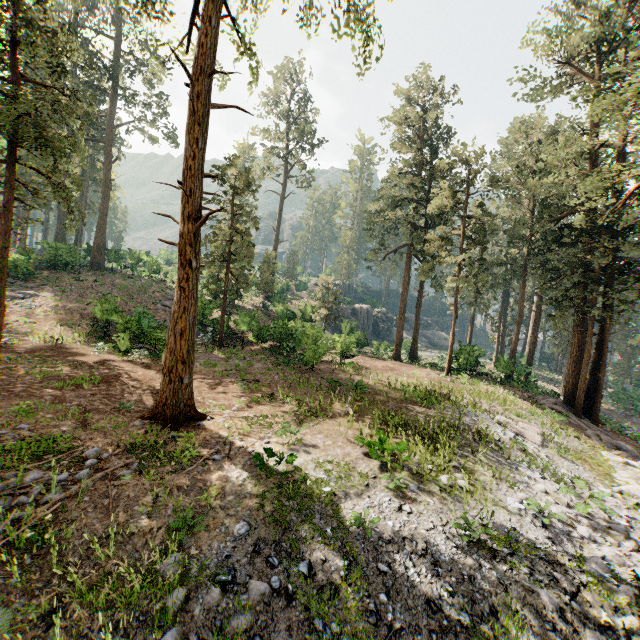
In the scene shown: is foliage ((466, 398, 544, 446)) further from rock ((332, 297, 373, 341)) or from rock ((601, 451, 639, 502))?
rock ((332, 297, 373, 341))

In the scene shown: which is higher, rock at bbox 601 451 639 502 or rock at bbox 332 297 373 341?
rock at bbox 332 297 373 341

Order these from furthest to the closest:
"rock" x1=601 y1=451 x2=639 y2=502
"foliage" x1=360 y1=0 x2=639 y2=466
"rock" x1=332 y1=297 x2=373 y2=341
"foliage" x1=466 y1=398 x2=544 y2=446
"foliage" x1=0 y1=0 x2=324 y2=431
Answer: "rock" x1=332 y1=297 x2=373 y2=341 → "foliage" x1=360 y1=0 x2=639 y2=466 → "foliage" x1=466 y1=398 x2=544 y2=446 → "rock" x1=601 y1=451 x2=639 y2=502 → "foliage" x1=0 y1=0 x2=324 y2=431

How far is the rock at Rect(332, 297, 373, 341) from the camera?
36.6 meters

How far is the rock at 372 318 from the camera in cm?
3659

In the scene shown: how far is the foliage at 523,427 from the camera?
14.6m

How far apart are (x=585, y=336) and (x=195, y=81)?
27.67m

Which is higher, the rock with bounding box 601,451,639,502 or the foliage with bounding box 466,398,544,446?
the foliage with bounding box 466,398,544,446
